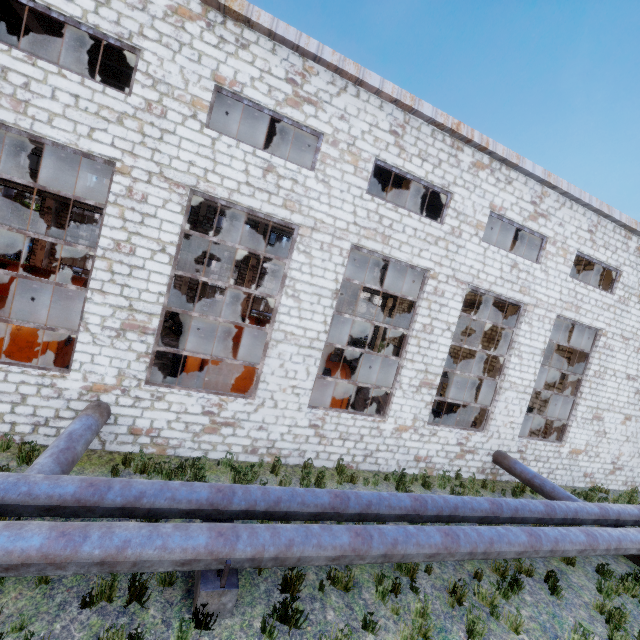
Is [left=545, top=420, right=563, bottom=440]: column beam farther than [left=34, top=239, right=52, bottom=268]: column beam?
No

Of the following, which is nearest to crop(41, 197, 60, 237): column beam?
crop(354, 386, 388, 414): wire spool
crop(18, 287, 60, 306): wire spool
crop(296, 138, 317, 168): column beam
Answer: crop(18, 287, 60, 306): wire spool

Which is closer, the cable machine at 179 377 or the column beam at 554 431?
the cable machine at 179 377

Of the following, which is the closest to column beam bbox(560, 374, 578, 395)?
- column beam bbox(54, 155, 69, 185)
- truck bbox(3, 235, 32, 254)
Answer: column beam bbox(54, 155, 69, 185)

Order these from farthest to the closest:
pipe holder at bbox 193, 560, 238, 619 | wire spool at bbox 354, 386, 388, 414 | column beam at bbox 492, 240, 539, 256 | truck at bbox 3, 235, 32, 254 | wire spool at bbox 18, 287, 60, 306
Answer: truck at bbox 3, 235, 32, 254 < column beam at bbox 492, 240, 539, 256 < wire spool at bbox 18, 287, 60, 306 < wire spool at bbox 354, 386, 388, 414 < pipe holder at bbox 193, 560, 238, 619

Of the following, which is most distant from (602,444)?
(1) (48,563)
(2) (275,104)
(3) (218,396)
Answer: (1) (48,563)

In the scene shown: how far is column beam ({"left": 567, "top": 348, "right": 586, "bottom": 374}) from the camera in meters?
14.2 m

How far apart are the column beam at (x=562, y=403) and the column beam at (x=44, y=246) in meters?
30.8 m
